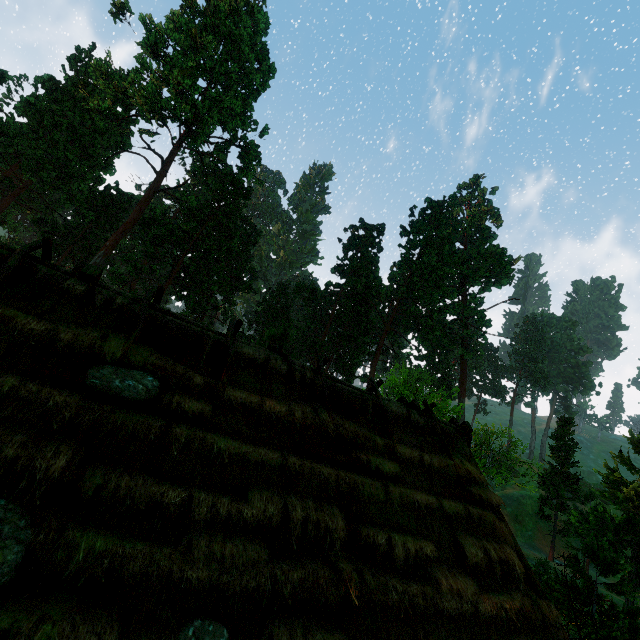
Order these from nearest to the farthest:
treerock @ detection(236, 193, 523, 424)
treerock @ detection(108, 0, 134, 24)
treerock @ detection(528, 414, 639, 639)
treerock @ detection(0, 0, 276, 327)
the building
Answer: the building < treerock @ detection(528, 414, 639, 639) < treerock @ detection(108, 0, 134, 24) < treerock @ detection(0, 0, 276, 327) < treerock @ detection(236, 193, 523, 424)

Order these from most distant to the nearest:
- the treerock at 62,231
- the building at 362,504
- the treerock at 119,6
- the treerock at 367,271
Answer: the treerock at 367,271 < the treerock at 62,231 < the treerock at 119,6 < the building at 362,504

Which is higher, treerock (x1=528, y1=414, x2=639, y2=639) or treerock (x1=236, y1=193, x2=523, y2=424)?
treerock (x1=236, y1=193, x2=523, y2=424)

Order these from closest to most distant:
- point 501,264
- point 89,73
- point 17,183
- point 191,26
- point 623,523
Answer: point 623,523
point 89,73
point 191,26
point 17,183
point 501,264

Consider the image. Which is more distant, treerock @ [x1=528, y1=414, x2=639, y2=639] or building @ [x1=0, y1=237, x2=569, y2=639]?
treerock @ [x1=528, y1=414, x2=639, y2=639]

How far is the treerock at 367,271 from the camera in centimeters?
4241cm

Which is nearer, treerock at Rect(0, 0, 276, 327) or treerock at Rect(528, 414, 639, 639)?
treerock at Rect(528, 414, 639, 639)
